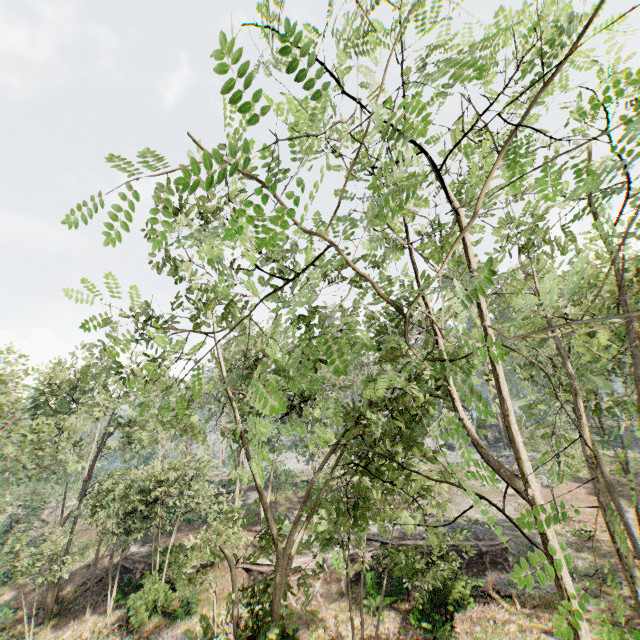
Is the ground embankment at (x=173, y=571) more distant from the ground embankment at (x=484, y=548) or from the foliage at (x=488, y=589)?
the ground embankment at (x=484, y=548)

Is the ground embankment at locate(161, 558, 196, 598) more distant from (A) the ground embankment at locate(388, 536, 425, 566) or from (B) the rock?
(B) the rock

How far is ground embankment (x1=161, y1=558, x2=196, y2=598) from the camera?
19.88m

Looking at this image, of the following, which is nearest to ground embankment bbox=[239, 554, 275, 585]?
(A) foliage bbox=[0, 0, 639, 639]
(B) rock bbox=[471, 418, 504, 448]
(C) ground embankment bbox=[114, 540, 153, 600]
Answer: (A) foliage bbox=[0, 0, 639, 639]

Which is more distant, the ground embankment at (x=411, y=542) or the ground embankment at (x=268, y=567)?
the ground embankment at (x=268, y=567)

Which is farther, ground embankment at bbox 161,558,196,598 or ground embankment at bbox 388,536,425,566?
ground embankment at bbox 161,558,196,598

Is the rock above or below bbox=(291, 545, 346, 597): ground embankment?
above

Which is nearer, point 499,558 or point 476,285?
point 476,285
